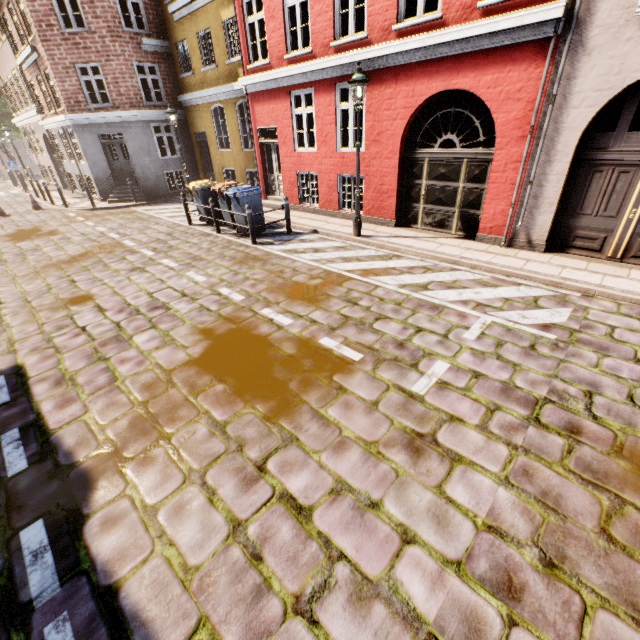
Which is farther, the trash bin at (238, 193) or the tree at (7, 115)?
the tree at (7, 115)

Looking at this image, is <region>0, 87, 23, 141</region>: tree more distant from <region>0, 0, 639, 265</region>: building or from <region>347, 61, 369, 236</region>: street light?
<region>347, 61, 369, 236</region>: street light

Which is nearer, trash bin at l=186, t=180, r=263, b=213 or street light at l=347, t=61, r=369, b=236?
street light at l=347, t=61, r=369, b=236

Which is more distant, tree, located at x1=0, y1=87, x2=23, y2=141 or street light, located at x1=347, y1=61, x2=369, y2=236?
tree, located at x1=0, y1=87, x2=23, y2=141

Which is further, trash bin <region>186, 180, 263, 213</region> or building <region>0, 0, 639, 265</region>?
trash bin <region>186, 180, 263, 213</region>

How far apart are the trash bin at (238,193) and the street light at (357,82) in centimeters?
397cm

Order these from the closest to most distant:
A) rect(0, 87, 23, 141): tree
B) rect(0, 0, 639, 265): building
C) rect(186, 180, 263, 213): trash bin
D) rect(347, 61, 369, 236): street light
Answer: rect(0, 0, 639, 265): building
rect(347, 61, 369, 236): street light
rect(186, 180, 263, 213): trash bin
rect(0, 87, 23, 141): tree

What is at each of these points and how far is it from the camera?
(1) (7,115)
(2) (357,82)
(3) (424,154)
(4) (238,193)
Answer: (1) tree, 29.2m
(2) street light, 7.3m
(3) building, 8.6m
(4) trash bin, 9.3m
